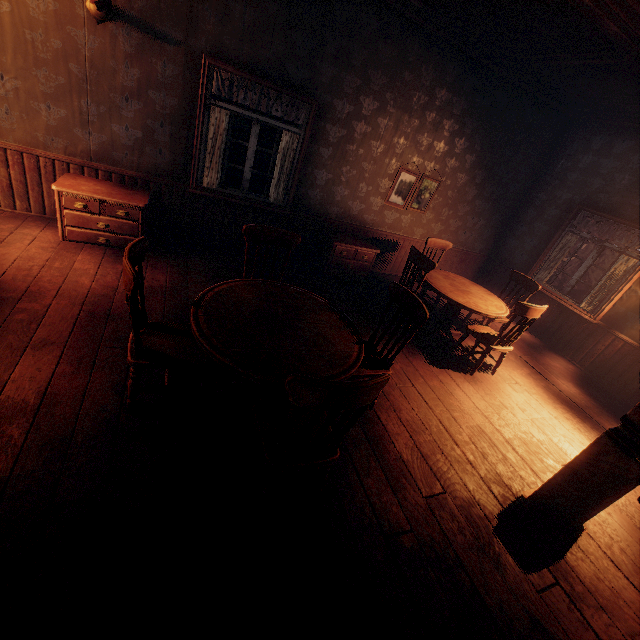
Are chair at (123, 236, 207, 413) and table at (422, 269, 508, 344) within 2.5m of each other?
no

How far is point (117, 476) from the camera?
2.03m

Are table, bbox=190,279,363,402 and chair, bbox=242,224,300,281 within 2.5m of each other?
yes

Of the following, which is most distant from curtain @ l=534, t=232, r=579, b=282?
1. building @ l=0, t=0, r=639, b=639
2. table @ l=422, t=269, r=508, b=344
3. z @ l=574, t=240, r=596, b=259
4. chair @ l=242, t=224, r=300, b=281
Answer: table @ l=422, t=269, r=508, b=344

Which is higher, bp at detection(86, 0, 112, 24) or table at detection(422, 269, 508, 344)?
bp at detection(86, 0, 112, 24)

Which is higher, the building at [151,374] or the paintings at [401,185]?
the paintings at [401,185]

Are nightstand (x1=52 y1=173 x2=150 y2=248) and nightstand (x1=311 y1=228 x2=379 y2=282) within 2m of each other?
no

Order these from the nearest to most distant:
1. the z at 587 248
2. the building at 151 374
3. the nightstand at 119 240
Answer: the building at 151 374
the nightstand at 119 240
the z at 587 248
